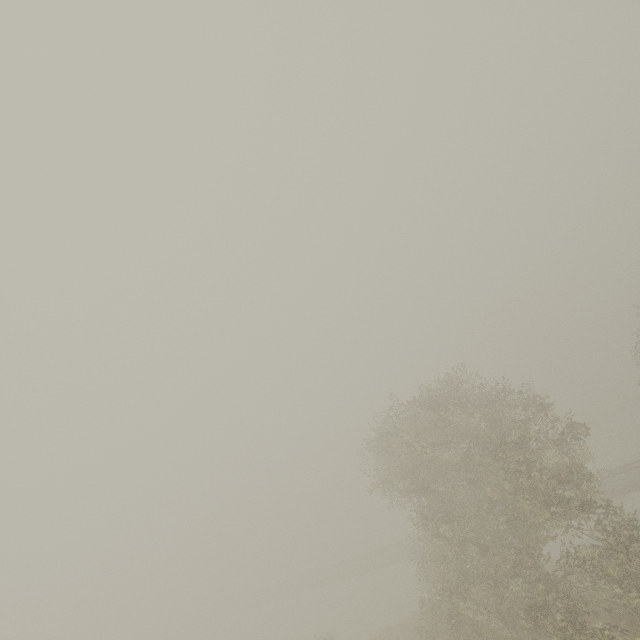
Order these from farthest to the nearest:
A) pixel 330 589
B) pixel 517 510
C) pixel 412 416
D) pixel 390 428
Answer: pixel 330 589
pixel 390 428
pixel 412 416
pixel 517 510
